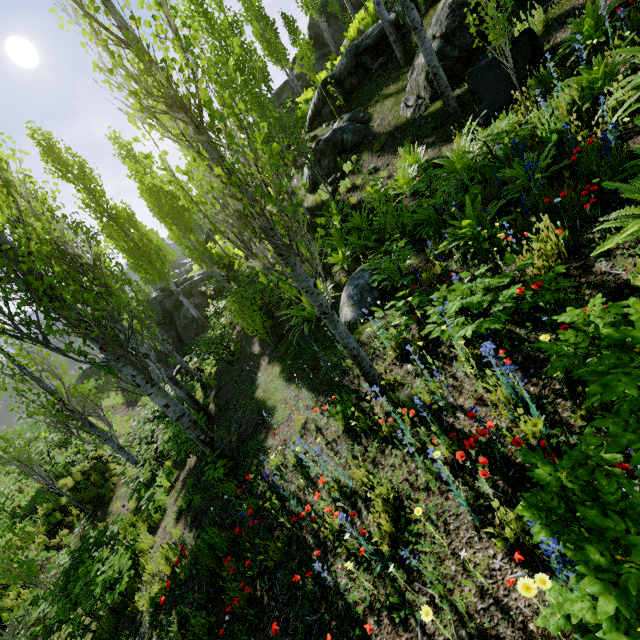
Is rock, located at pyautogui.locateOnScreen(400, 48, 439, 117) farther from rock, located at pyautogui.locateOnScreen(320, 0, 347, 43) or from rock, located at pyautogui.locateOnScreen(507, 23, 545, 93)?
rock, located at pyautogui.locateOnScreen(320, 0, 347, 43)

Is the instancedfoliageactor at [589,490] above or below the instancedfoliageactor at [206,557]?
above

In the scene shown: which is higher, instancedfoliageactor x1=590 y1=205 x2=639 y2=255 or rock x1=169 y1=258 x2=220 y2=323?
rock x1=169 y1=258 x2=220 y2=323

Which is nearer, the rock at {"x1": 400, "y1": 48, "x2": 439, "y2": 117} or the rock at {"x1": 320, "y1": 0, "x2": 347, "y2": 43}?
the rock at {"x1": 400, "y1": 48, "x2": 439, "y2": 117}

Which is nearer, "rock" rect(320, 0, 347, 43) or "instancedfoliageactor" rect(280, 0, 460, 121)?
"instancedfoliageactor" rect(280, 0, 460, 121)

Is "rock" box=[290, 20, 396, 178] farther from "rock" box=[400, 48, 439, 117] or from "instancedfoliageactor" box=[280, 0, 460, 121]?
"rock" box=[400, 48, 439, 117]

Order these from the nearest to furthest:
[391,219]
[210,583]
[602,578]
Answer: [602,578]
[210,583]
[391,219]

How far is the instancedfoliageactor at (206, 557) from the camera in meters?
4.5 m
